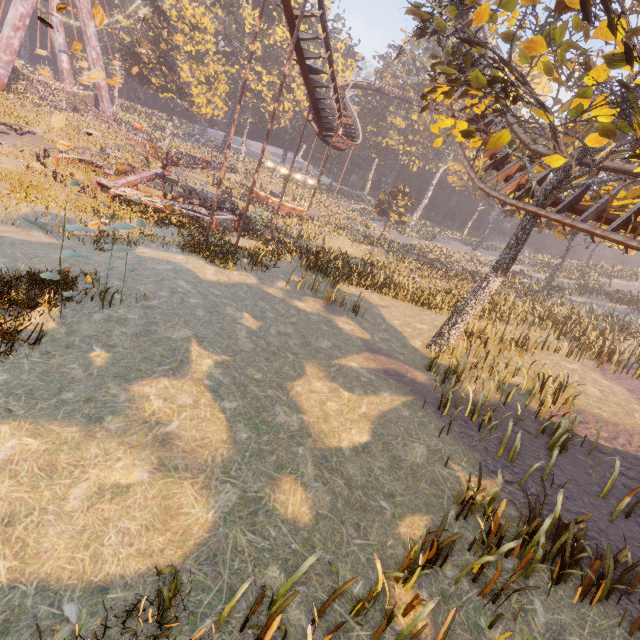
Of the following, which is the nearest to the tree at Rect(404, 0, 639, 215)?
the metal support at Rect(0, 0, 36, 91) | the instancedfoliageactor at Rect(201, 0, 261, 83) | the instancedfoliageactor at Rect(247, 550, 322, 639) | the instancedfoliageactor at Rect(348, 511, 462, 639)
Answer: the instancedfoliageactor at Rect(348, 511, 462, 639)

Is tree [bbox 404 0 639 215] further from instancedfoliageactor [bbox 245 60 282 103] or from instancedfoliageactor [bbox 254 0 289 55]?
instancedfoliageactor [bbox 254 0 289 55]

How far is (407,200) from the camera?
45.0m

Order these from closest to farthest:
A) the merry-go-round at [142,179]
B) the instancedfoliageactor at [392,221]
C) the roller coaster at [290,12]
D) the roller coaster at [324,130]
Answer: the roller coaster at [290,12] → the roller coaster at [324,130] → the merry-go-round at [142,179] → the instancedfoliageactor at [392,221]

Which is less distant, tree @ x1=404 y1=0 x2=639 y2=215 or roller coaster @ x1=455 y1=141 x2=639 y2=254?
tree @ x1=404 y1=0 x2=639 y2=215

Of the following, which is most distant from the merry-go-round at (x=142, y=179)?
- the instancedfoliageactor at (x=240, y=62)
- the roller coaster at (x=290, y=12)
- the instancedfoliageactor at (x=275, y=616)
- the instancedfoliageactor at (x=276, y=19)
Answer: the instancedfoliageactor at (x=276, y=19)

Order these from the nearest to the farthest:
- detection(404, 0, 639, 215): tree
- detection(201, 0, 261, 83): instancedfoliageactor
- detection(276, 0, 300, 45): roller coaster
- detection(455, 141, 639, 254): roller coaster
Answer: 1. detection(404, 0, 639, 215): tree
2. detection(455, 141, 639, 254): roller coaster
3. detection(276, 0, 300, 45): roller coaster
4. detection(201, 0, 261, 83): instancedfoliageactor

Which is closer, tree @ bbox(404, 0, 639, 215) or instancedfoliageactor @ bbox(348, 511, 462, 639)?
instancedfoliageactor @ bbox(348, 511, 462, 639)
